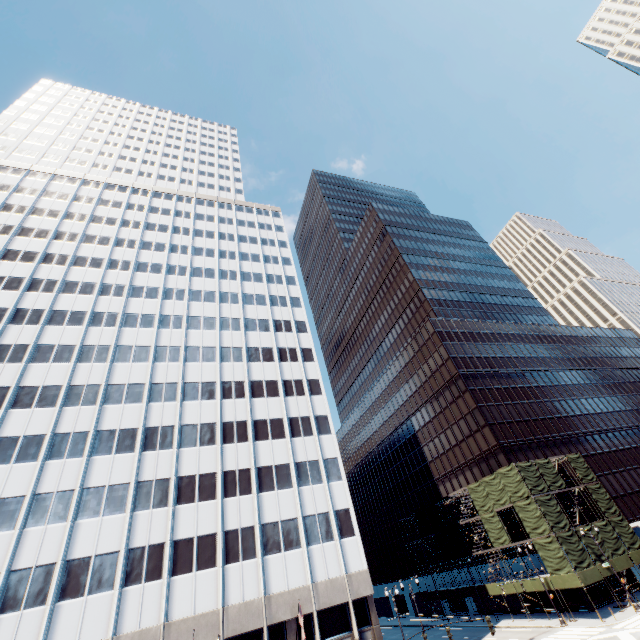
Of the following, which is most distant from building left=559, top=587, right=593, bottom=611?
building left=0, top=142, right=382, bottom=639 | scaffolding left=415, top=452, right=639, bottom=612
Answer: building left=0, top=142, right=382, bottom=639

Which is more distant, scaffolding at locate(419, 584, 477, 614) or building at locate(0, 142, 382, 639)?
scaffolding at locate(419, 584, 477, 614)

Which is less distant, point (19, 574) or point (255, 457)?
point (19, 574)

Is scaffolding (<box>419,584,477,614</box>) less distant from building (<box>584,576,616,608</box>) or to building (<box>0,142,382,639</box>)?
building (<box>584,576,616,608</box>)

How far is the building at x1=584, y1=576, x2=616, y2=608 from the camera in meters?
37.7 m

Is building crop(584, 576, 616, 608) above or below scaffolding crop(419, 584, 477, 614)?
below

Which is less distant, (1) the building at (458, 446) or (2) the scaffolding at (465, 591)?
(2) the scaffolding at (465, 591)

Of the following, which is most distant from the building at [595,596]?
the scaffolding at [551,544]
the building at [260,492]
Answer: the building at [260,492]
